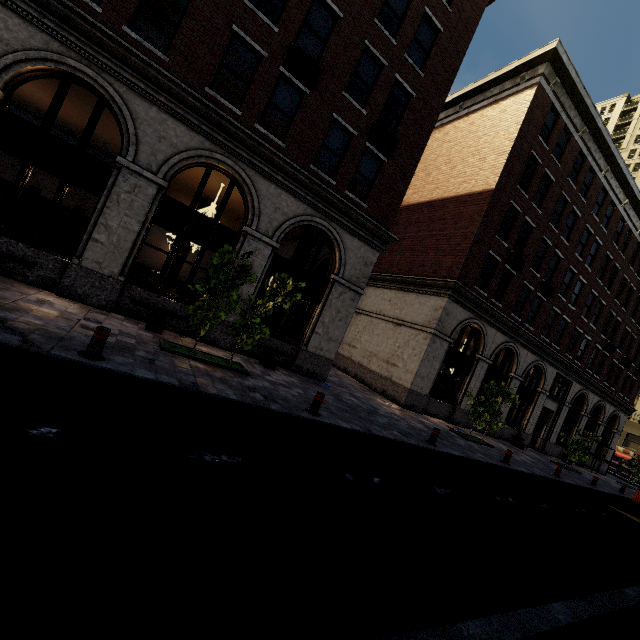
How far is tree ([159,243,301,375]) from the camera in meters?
8.3 m

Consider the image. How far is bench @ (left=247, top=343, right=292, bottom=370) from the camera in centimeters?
1159cm

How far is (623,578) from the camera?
6.3m

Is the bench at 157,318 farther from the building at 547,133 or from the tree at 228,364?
the tree at 228,364

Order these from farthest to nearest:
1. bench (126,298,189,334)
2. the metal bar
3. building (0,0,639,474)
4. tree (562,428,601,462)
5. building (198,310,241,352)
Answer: tree (562,428,601,462)
building (198,310,241,352)
bench (126,298,189,334)
building (0,0,639,474)
the metal bar

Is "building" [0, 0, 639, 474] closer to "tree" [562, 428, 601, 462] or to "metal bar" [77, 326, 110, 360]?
"metal bar" [77, 326, 110, 360]

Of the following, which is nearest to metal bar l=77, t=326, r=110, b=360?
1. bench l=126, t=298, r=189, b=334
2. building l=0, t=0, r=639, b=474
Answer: bench l=126, t=298, r=189, b=334

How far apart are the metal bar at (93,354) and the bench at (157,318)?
3.69m
